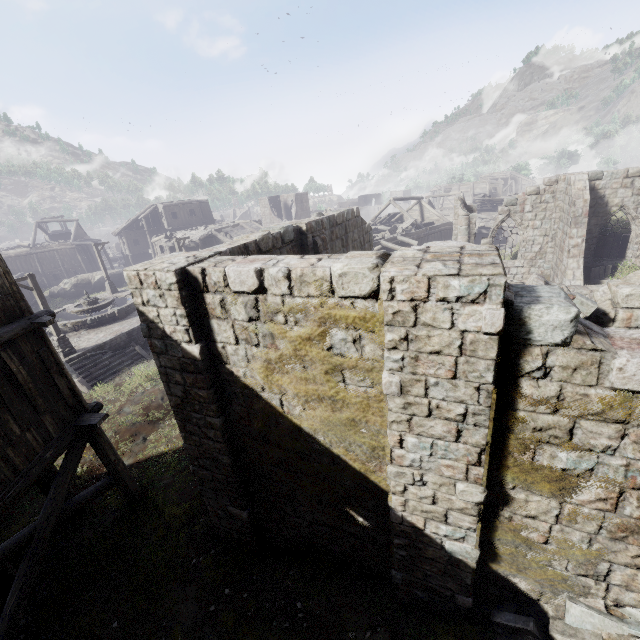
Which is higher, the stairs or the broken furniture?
the broken furniture

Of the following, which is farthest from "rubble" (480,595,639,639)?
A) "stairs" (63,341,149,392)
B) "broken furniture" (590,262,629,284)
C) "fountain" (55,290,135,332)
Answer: "fountain" (55,290,135,332)

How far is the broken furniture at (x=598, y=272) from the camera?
17.4 meters

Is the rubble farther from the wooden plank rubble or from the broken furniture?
the wooden plank rubble

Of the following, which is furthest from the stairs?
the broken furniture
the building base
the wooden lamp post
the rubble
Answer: the broken furniture

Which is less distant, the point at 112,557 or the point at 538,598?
the point at 538,598

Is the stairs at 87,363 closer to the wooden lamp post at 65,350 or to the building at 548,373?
the wooden lamp post at 65,350

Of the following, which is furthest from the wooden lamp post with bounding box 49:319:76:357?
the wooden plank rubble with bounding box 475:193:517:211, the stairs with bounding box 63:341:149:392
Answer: the wooden plank rubble with bounding box 475:193:517:211
